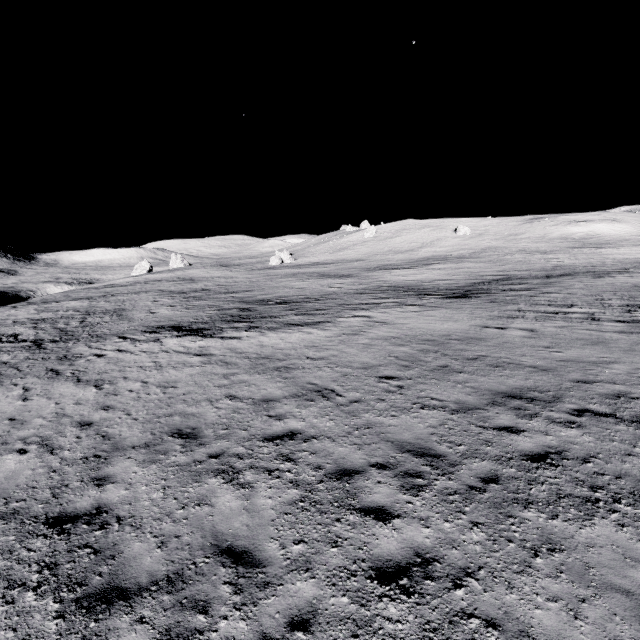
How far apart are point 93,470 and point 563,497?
9.49m
